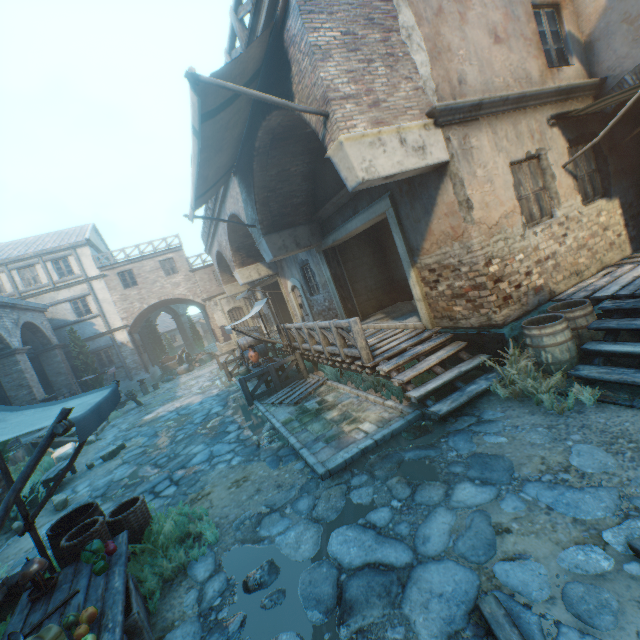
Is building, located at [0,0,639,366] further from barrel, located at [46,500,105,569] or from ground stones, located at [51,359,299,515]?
barrel, located at [46,500,105,569]

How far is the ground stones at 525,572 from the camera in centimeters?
256cm

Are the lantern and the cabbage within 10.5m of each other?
yes

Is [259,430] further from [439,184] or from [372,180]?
[439,184]

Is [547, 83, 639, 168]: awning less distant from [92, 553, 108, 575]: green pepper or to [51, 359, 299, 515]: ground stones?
[51, 359, 299, 515]: ground stones

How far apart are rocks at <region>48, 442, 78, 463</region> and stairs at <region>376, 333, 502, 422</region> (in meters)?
12.33

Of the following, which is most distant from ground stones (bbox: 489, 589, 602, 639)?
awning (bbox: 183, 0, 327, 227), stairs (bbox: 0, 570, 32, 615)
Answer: awning (bbox: 183, 0, 327, 227)

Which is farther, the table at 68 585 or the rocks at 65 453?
the rocks at 65 453
